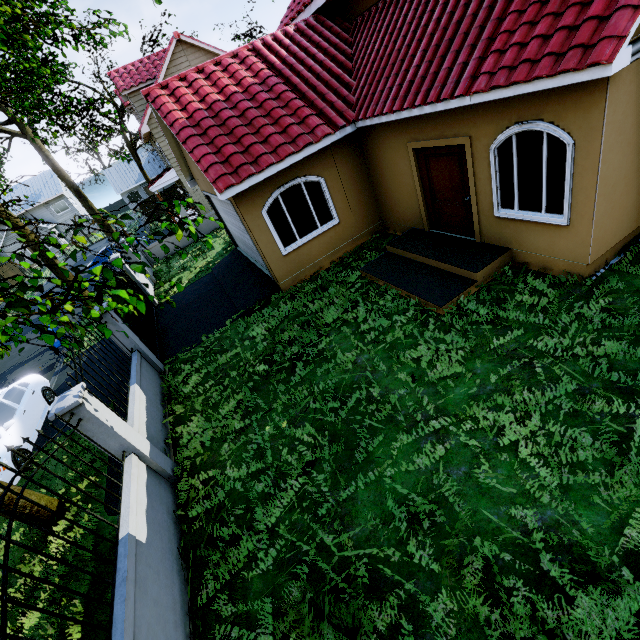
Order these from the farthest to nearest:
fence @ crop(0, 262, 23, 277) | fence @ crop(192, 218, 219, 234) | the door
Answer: fence @ crop(0, 262, 23, 277), fence @ crop(192, 218, 219, 234), the door

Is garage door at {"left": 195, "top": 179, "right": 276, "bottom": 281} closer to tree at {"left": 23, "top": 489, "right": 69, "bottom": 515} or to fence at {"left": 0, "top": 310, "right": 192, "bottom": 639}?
tree at {"left": 23, "top": 489, "right": 69, "bottom": 515}

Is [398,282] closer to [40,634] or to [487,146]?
[487,146]

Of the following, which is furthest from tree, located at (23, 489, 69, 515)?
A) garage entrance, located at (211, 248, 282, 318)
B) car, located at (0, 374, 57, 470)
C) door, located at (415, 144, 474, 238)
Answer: door, located at (415, 144, 474, 238)

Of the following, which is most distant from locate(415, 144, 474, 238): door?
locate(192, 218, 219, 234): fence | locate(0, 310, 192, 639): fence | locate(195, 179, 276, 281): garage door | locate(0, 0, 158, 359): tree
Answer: locate(192, 218, 219, 234): fence

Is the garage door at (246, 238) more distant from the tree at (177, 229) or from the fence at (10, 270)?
the fence at (10, 270)

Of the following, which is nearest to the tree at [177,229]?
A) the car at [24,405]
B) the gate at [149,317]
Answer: Answer: the gate at [149,317]

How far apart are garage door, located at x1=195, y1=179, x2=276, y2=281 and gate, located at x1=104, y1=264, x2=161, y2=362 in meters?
4.0
